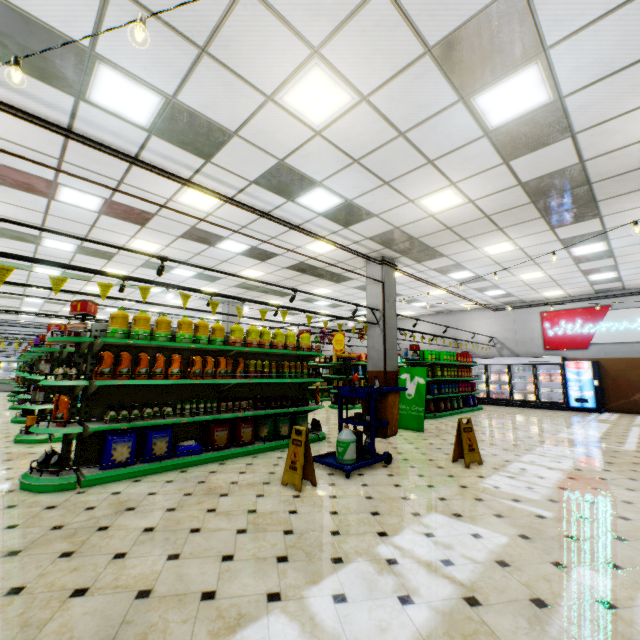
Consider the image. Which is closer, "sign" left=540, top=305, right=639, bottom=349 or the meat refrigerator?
"sign" left=540, top=305, right=639, bottom=349

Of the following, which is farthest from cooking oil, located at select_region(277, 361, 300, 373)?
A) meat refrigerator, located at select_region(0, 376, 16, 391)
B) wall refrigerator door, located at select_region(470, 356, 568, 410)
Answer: Answer: meat refrigerator, located at select_region(0, 376, 16, 391)

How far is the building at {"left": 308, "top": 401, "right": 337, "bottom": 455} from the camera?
6.3 meters

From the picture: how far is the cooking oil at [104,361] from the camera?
4.4m

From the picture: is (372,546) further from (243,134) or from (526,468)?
(243,134)

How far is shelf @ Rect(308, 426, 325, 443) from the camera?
6.8m

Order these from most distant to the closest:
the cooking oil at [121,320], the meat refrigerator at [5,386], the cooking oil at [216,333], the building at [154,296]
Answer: the meat refrigerator at [5,386] < the building at [154,296] < the cooking oil at [216,333] < the cooking oil at [121,320]

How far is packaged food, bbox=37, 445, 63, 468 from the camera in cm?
418
